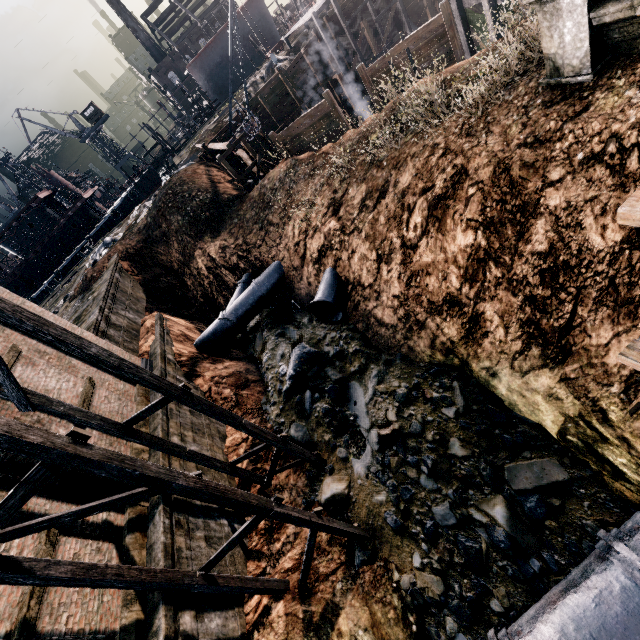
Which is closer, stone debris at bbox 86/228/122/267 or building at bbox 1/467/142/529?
building at bbox 1/467/142/529

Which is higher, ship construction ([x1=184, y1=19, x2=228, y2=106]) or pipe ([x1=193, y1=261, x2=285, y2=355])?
ship construction ([x1=184, y1=19, x2=228, y2=106])

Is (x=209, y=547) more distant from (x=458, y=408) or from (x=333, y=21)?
(x=333, y=21)

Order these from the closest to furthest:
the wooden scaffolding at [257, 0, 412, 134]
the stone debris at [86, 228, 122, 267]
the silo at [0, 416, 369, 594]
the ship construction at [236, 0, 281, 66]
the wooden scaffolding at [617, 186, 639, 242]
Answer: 1. the wooden scaffolding at [617, 186, 639, 242]
2. the silo at [0, 416, 369, 594]
3. the stone debris at [86, 228, 122, 267]
4. the wooden scaffolding at [257, 0, 412, 134]
5. the ship construction at [236, 0, 281, 66]

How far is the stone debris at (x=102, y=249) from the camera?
27.9m

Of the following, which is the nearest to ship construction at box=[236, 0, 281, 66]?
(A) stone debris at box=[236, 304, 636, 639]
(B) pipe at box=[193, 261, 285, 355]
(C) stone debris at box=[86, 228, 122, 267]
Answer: (C) stone debris at box=[86, 228, 122, 267]

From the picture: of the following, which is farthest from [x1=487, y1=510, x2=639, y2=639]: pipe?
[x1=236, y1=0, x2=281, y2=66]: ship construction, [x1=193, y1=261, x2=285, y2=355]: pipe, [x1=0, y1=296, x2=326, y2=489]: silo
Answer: [x1=236, y1=0, x2=281, y2=66]: ship construction

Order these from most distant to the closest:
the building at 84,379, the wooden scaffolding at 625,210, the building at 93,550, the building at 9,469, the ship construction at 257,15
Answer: the ship construction at 257,15
the building at 84,379
the building at 9,469
the building at 93,550
the wooden scaffolding at 625,210
